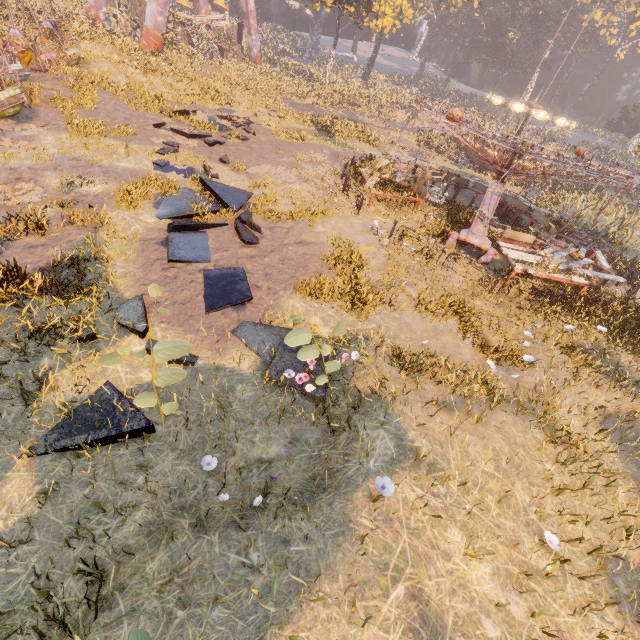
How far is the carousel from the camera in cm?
2608

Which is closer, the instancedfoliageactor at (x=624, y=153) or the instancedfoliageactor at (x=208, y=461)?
the instancedfoliageactor at (x=208, y=461)

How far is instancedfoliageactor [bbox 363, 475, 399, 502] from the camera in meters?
3.7 m

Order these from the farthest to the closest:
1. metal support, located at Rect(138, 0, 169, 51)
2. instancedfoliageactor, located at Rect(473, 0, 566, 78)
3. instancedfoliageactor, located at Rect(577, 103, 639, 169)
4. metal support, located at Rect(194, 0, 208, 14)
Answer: instancedfoliageactor, located at Rect(473, 0, 566, 78) < instancedfoliageactor, located at Rect(577, 103, 639, 169) < metal support, located at Rect(194, 0, 208, 14) < metal support, located at Rect(138, 0, 169, 51)

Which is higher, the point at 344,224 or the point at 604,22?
the point at 604,22

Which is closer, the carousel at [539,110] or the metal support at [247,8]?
the carousel at [539,110]

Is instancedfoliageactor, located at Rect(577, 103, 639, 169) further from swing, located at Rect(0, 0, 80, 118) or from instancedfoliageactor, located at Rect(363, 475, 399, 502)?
instancedfoliageactor, located at Rect(363, 475, 399, 502)

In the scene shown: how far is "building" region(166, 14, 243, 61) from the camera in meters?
33.4 m
